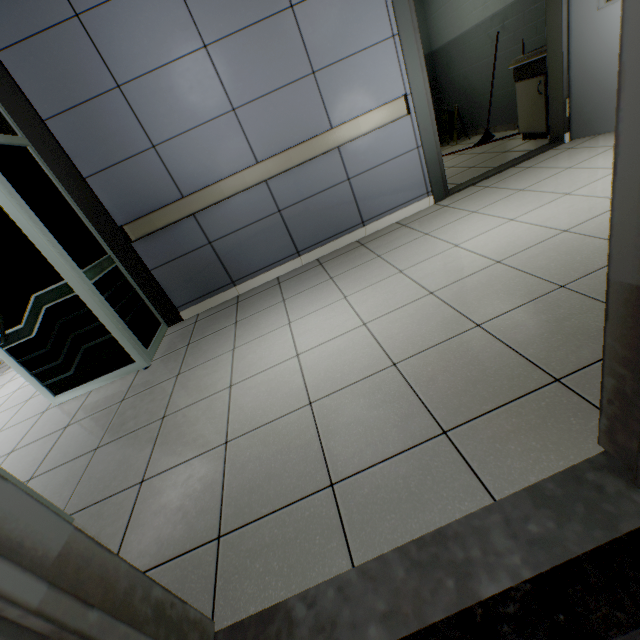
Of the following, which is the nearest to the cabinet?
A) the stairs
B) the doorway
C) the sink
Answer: the sink

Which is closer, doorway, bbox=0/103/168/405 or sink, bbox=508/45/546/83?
doorway, bbox=0/103/168/405

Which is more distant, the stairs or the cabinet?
the cabinet

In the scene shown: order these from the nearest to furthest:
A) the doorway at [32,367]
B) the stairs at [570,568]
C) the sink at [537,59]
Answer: the stairs at [570,568] < the doorway at [32,367] < the sink at [537,59]

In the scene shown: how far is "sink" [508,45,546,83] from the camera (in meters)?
3.70

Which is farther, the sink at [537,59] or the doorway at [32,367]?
the sink at [537,59]

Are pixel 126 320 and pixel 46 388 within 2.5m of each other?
yes

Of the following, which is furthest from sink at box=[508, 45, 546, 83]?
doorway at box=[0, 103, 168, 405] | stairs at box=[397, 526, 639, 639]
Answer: doorway at box=[0, 103, 168, 405]
